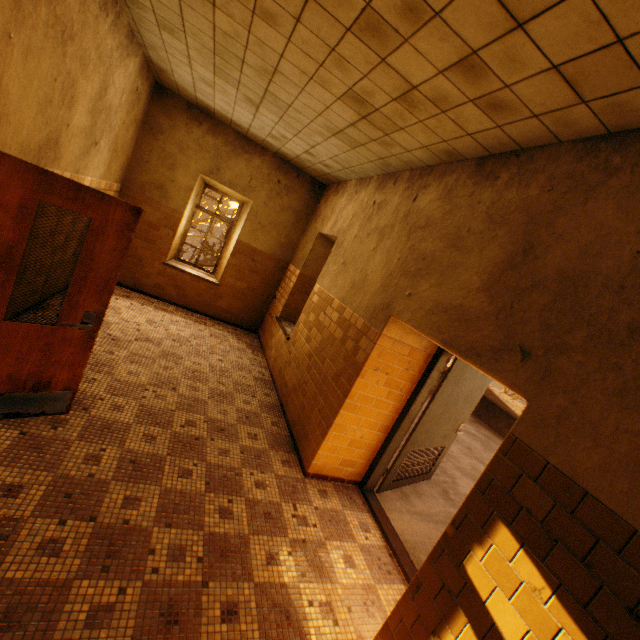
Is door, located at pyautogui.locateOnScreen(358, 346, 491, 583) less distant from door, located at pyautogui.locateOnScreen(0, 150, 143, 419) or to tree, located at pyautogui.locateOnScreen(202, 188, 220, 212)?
door, located at pyautogui.locateOnScreen(0, 150, 143, 419)

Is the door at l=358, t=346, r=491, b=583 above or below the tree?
below

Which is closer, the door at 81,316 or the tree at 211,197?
the door at 81,316

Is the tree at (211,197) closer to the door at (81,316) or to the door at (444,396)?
the door at (444,396)

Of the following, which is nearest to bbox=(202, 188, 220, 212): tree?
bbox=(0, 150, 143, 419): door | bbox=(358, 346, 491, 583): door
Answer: bbox=(358, 346, 491, 583): door

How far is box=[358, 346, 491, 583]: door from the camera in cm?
379

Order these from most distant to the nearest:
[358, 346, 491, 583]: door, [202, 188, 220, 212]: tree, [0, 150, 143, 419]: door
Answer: [202, 188, 220, 212]: tree < [358, 346, 491, 583]: door < [0, 150, 143, 419]: door

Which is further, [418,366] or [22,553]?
[418,366]
